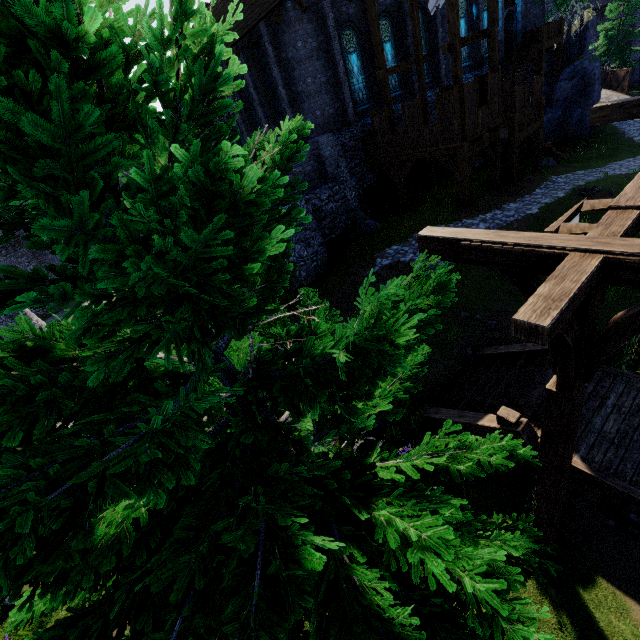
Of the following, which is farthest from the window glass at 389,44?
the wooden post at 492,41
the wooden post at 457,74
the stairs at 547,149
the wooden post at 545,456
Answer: the wooden post at 545,456

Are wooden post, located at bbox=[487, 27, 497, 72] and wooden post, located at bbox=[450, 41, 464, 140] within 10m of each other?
yes

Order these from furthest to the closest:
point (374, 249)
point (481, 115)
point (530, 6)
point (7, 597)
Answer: point (530, 6), point (374, 249), point (481, 115), point (7, 597)

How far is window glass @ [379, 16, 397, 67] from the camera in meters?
18.5 m

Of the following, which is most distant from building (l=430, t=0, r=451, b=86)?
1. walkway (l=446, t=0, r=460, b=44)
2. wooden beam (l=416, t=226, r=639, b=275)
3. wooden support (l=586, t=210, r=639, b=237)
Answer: wooden support (l=586, t=210, r=639, b=237)

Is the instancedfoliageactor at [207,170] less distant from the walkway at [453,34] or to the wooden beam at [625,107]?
the wooden beam at [625,107]

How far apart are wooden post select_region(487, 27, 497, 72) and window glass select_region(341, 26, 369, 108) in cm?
673

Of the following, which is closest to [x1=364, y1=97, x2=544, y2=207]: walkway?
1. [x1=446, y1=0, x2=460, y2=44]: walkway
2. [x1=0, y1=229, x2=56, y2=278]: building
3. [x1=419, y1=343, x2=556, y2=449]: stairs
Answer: [x1=446, y1=0, x2=460, y2=44]: walkway
